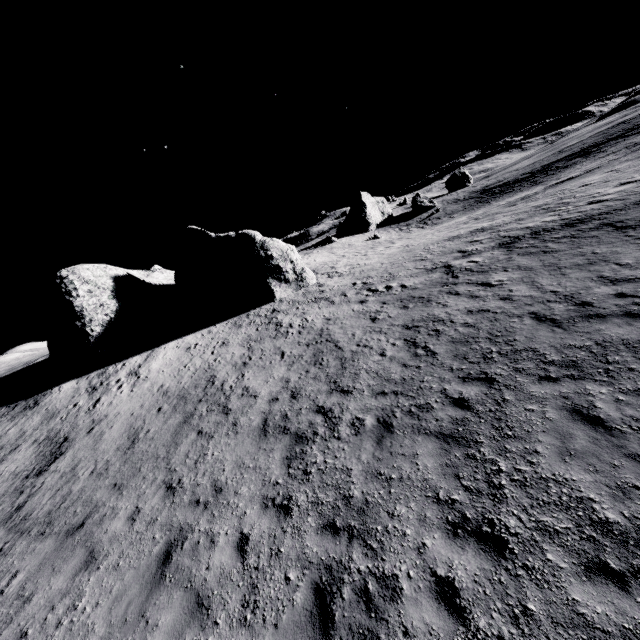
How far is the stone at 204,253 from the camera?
21.31m

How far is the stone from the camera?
21.31m

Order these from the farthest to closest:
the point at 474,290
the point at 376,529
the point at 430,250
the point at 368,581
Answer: the point at 430,250, the point at 474,290, the point at 376,529, the point at 368,581
